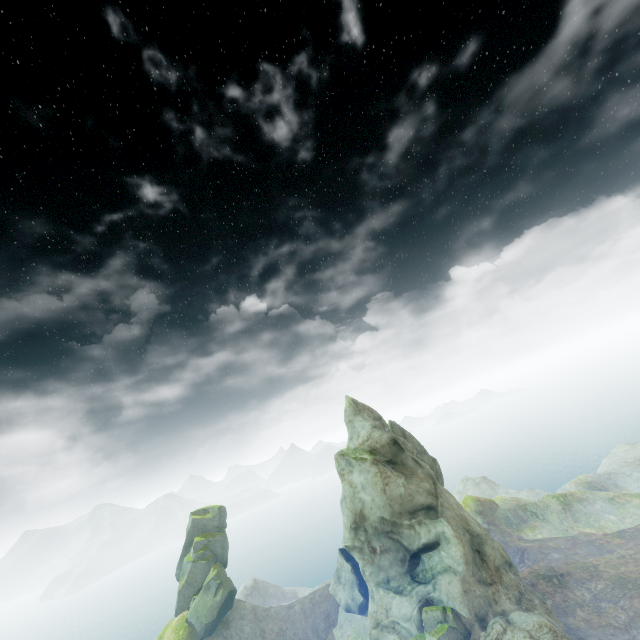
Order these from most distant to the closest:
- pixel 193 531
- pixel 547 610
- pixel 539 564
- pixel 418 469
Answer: pixel 193 531 → pixel 539 564 → pixel 418 469 → pixel 547 610

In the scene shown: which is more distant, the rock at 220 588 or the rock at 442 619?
the rock at 220 588

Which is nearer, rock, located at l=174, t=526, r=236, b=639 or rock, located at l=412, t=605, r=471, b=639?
rock, located at l=412, t=605, r=471, b=639
